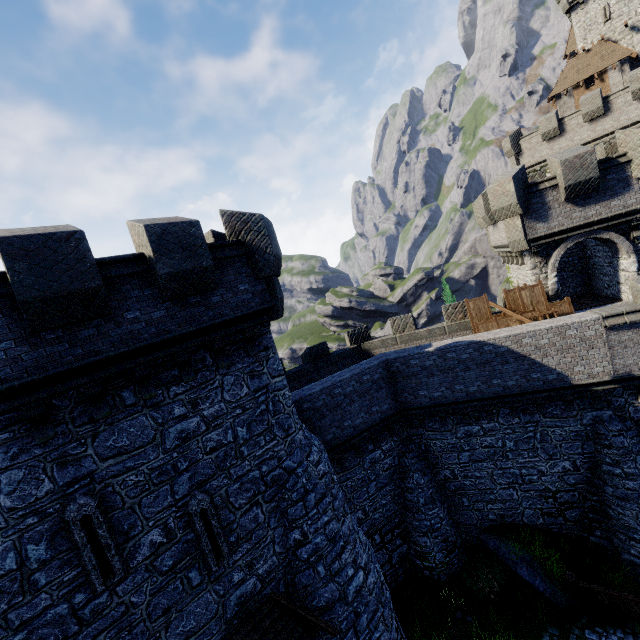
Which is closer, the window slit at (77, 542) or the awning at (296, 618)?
the window slit at (77, 542)

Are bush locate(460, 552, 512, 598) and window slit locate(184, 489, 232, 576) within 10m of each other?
no

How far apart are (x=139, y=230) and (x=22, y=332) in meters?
3.1 m

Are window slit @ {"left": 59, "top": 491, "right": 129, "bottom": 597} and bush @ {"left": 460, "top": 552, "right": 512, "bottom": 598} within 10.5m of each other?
no

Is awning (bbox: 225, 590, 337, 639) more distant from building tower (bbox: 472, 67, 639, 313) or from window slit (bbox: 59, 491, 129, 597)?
building tower (bbox: 472, 67, 639, 313)

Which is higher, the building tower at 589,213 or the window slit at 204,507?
the building tower at 589,213

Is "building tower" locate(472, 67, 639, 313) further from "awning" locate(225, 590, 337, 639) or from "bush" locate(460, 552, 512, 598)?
"awning" locate(225, 590, 337, 639)

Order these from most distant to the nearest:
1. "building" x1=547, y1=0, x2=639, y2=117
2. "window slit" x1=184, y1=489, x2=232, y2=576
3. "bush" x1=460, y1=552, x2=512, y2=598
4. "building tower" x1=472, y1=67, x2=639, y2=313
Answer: "building" x1=547, y1=0, x2=639, y2=117
"building tower" x1=472, y1=67, x2=639, y2=313
"bush" x1=460, y1=552, x2=512, y2=598
"window slit" x1=184, y1=489, x2=232, y2=576
